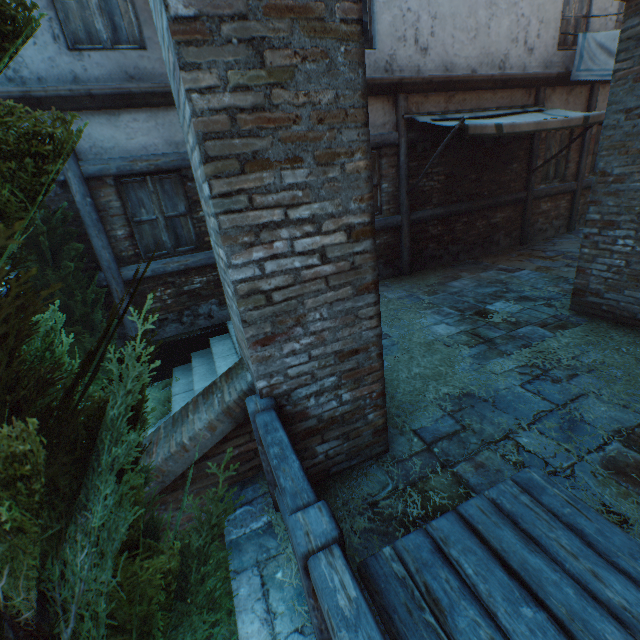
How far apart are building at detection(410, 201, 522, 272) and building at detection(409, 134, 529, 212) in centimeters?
25cm

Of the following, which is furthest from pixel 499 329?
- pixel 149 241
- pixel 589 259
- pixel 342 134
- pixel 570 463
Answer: pixel 149 241

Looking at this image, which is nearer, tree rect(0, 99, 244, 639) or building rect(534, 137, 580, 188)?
tree rect(0, 99, 244, 639)

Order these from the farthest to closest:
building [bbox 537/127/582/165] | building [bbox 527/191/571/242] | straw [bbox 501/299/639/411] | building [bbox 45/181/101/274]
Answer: building [bbox 527/191/571/242] < building [bbox 537/127/582/165] < building [bbox 45/181/101/274] < straw [bbox 501/299/639/411]

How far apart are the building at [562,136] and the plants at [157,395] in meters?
10.1

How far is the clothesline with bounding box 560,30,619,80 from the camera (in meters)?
6.83

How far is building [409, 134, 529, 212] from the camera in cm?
736

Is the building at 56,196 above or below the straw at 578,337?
above
